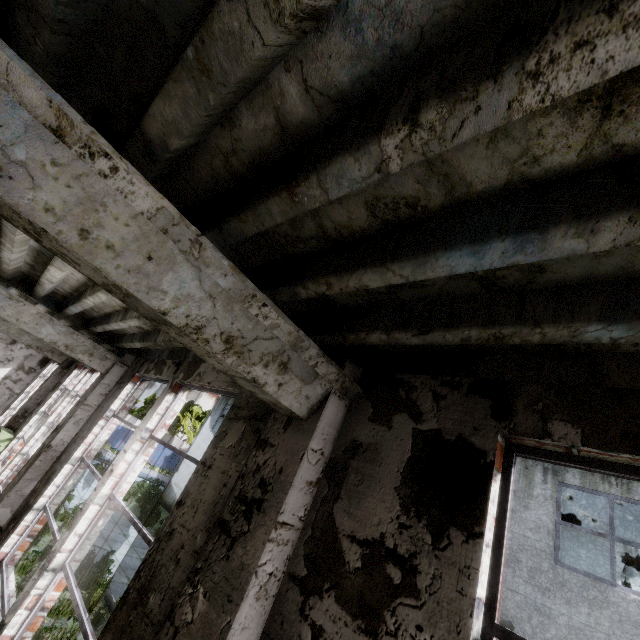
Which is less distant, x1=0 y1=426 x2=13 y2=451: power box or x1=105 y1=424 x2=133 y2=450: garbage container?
x1=0 y1=426 x2=13 y2=451: power box

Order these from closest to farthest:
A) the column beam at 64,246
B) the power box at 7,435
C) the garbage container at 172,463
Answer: the column beam at 64,246
the power box at 7,435
the garbage container at 172,463

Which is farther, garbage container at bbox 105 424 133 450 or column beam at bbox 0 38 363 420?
garbage container at bbox 105 424 133 450

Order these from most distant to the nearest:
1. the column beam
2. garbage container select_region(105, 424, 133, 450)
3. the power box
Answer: garbage container select_region(105, 424, 133, 450) < the power box < the column beam

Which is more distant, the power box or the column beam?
the power box

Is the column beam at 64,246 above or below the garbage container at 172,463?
above

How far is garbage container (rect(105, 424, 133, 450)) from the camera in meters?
33.7

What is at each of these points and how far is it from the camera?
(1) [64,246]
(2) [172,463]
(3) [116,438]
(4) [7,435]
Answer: (1) column beam, 1.4 meters
(2) garbage container, 37.8 meters
(3) garbage container, 34.0 meters
(4) power box, 8.9 meters
